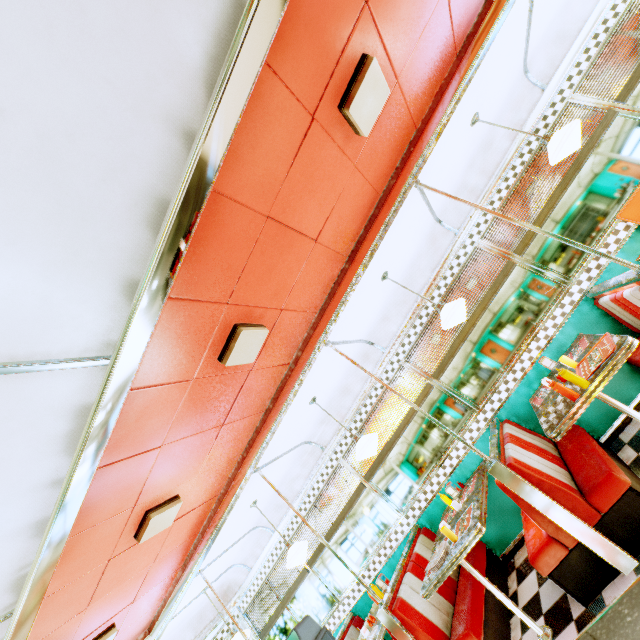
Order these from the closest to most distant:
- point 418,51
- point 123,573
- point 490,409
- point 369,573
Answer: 1. point 418,51
2. point 123,573
3. point 490,409
4. point 369,573

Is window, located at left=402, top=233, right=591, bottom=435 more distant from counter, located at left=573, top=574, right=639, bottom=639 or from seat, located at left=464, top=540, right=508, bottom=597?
counter, located at left=573, top=574, right=639, bottom=639

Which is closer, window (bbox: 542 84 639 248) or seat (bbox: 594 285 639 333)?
seat (bbox: 594 285 639 333)

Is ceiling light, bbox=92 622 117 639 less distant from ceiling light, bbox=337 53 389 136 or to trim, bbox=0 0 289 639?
trim, bbox=0 0 289 639

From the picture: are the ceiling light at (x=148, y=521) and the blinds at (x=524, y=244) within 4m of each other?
no

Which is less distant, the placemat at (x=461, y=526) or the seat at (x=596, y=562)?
the seat at (x=596, y=562)

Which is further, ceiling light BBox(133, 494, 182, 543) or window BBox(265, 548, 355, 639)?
window BBox(265, 548, 355, 639)

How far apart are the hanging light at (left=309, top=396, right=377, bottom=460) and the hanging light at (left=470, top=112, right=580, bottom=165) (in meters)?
3.56
